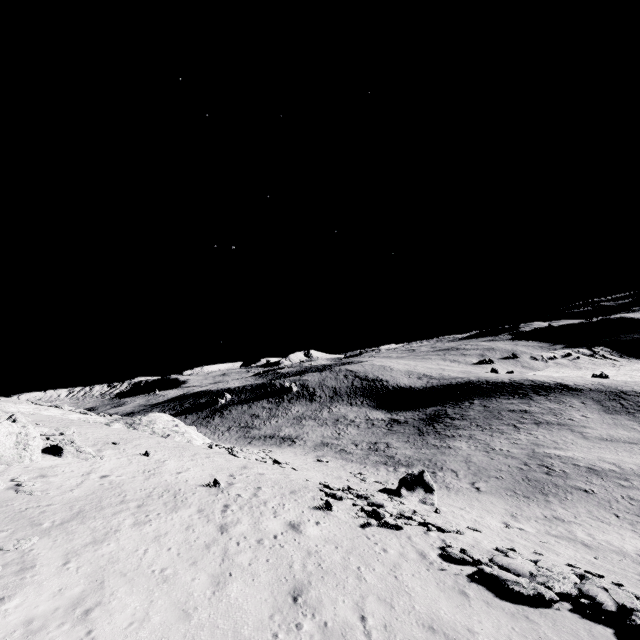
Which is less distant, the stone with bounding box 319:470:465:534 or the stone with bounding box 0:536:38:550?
the stone with bounding box 0:536:38:550

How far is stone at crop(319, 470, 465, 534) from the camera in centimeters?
1719cm

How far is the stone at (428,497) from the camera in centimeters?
1719cm

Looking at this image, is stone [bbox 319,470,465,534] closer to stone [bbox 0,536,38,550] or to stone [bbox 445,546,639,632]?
stone [bbox 445,546,639,632]

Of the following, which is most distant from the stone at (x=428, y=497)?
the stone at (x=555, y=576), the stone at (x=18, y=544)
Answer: the stone at (x=18, y=544)

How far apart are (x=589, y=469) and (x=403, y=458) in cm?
1914

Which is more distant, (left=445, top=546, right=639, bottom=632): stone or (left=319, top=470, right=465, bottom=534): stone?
(left=319, top=470, right=465, bottom=534): stone

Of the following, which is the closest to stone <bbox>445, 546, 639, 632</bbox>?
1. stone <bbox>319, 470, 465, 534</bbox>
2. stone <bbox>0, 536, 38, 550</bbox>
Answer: stone <bbox>319, 470, 465, 534</bbox>
